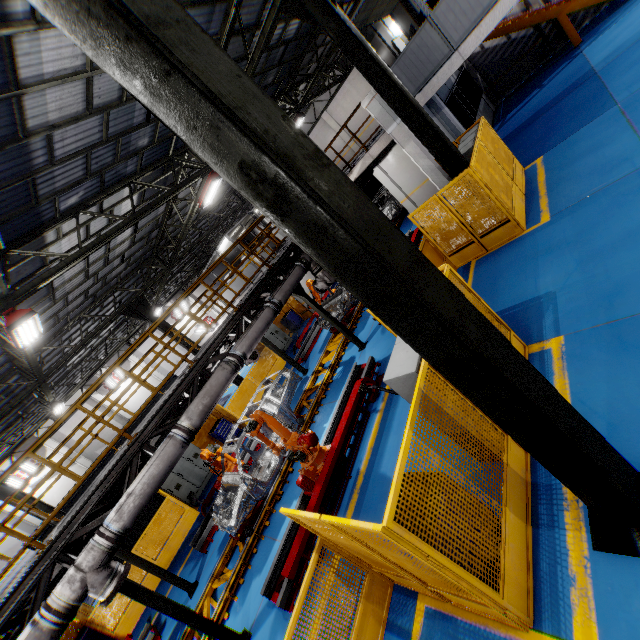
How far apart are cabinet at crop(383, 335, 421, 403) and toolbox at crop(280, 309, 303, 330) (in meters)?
15.13

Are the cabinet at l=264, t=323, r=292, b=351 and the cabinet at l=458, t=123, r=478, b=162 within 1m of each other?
no

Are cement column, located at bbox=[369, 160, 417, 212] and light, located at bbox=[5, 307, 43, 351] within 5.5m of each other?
no

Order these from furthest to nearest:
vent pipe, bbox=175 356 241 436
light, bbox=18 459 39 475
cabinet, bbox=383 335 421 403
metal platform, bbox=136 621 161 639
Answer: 1. light, bbox=18 459 39 475
2. metal platform, bbox=136 621 161 639
3. vent pipe, bbox=175 356 241 436
4. cabinet, bbox=383 335 421 403

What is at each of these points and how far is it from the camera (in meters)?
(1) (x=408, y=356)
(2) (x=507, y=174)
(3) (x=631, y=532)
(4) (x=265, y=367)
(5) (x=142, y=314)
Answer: (1) cabinet, 4.42
(2) metal panel, 9.24
(3) metal pole, 3.15
(4) metal panel, 17.20
(5) metal pole, 15.62

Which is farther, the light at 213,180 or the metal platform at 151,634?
the light at 213,180

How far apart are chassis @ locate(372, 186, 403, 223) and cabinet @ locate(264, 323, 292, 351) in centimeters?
802cm

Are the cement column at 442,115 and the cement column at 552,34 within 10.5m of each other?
yes
